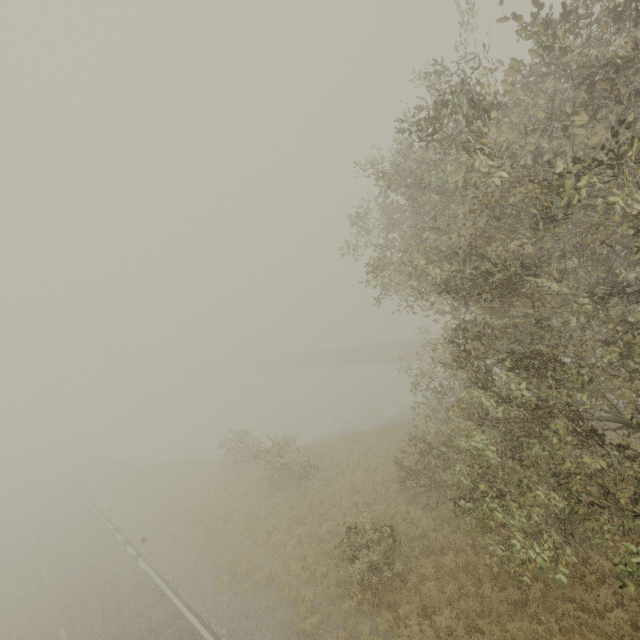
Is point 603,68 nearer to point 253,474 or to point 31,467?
point 253,474
